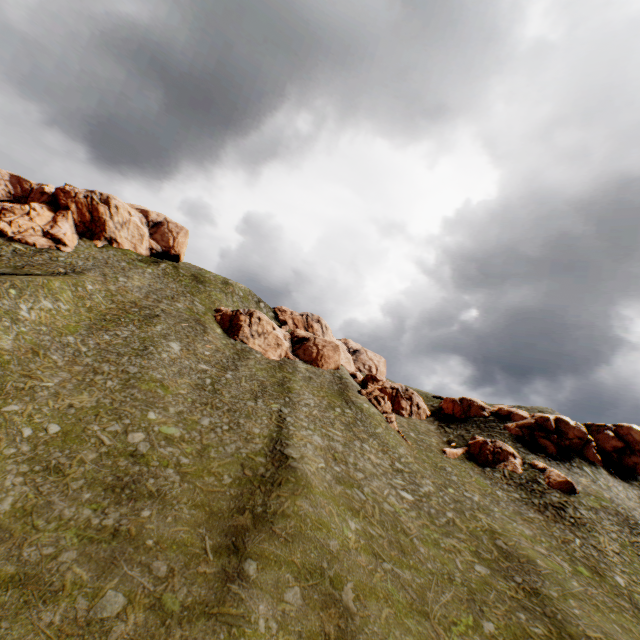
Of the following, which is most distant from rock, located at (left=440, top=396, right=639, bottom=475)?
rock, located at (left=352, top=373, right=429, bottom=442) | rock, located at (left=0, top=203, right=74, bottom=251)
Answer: rock, located at (left=0, top=203, right=74, bottom=251)

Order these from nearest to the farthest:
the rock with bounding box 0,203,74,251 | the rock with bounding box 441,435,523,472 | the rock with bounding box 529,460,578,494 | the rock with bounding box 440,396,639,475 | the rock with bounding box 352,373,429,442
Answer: the rock with bounding box 529,460,578,494 → the rock with bounding box 441,435,523,472 → the rock with bounding box 440,396,639,475 → the rock with bounding box 352,373,429,442 → the rock with bounding box 0,203,74,251

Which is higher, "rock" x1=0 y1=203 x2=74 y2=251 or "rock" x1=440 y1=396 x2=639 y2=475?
"rock" x1=0 y1=203 x2=74 y2=251

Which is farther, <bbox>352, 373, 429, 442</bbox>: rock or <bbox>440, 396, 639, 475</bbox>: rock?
<bbox>352, 373, 429, 442</bbox>: rock

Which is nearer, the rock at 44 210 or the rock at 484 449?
the rock at 484 449

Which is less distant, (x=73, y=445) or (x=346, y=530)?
(x=346, y=530)

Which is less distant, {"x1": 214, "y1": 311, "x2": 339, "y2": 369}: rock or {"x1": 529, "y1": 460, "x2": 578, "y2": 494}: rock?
{"x1": 529, "y1": 460, "x2": 578, "y2": 494}: rock

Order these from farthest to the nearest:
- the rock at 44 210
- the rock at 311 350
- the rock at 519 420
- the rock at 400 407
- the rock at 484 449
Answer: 1. the rock at 311 350
2. the rock at 44 210
3. the rock at 400 407
4. the rock at 519 420
5. the rock at 484 449
